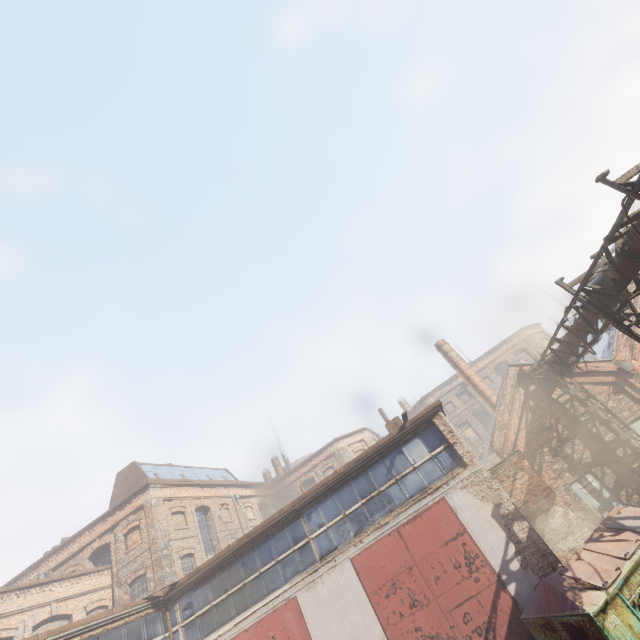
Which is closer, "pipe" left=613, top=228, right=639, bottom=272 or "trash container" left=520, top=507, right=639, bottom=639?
"trash container" left=520, top=507, right=639, bottom=639

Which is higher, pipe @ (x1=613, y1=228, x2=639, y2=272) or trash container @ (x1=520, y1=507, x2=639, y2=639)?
pipe @ (x1=613, y1=228, x2=639, y2=272)

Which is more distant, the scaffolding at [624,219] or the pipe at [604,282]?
the pipe at [604,282]

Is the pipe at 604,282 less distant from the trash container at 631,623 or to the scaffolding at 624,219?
the scaffolding at 624,219

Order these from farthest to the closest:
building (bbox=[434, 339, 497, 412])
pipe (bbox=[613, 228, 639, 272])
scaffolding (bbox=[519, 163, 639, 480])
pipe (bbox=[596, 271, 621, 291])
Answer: building (bbox=[434, 339, 497, 412])
pipe (bbox=[596, 271, 621, 291])
pipe (bbox=[613, 228, 639, 272])
scaffolding (bbox=[519, 163, 639, 480])

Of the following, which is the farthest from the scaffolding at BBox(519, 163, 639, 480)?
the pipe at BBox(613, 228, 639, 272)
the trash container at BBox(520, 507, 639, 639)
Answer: the trash container at BBox(520, 507, 639, 639)

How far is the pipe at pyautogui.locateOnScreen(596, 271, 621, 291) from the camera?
8.00m

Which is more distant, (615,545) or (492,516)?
(492,516)
